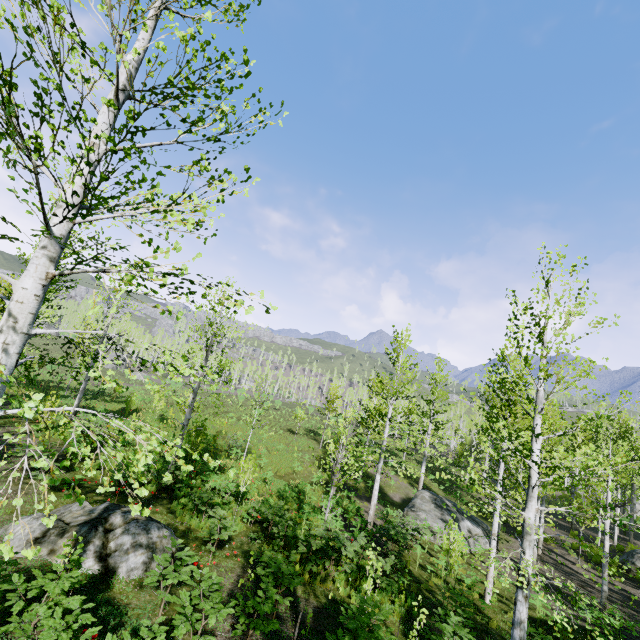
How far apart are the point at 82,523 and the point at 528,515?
9.86m

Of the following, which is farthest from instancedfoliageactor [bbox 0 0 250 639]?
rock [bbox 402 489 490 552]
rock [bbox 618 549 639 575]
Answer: Result: rock [bbox 618 549 639 575]

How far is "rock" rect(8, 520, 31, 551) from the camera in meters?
6.6

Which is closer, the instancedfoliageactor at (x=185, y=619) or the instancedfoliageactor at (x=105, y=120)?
the instancedfoliageactor at (x=105, y=120)

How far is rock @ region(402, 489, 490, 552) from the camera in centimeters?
1950cm

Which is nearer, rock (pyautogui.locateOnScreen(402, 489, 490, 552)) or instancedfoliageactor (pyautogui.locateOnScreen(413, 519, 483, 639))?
instancedfoliageactor (pyautogui.locateOnScreen(413, 519, 483, 639))

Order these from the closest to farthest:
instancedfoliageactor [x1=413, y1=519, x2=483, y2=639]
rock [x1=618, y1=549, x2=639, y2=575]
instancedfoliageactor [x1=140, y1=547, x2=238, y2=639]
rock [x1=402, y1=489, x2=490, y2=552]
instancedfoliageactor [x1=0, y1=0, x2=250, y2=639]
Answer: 1. instancedfoliageactor [x1=0, y1=0, x2=250, y2=639]
2. instancedfoliageactor [x1=140, y1=547, x2=238, y2=639]
3. instancedfoliageactor [x1=413, y1=519, x2=483, y2=639]
4. rock [x1=618, y1=549, x2=639, y2=575]
5. rock [x1=402, y1=489, x2=490, y2=552]

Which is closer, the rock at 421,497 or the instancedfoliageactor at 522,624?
the instancedfoliageactor at 522,624
